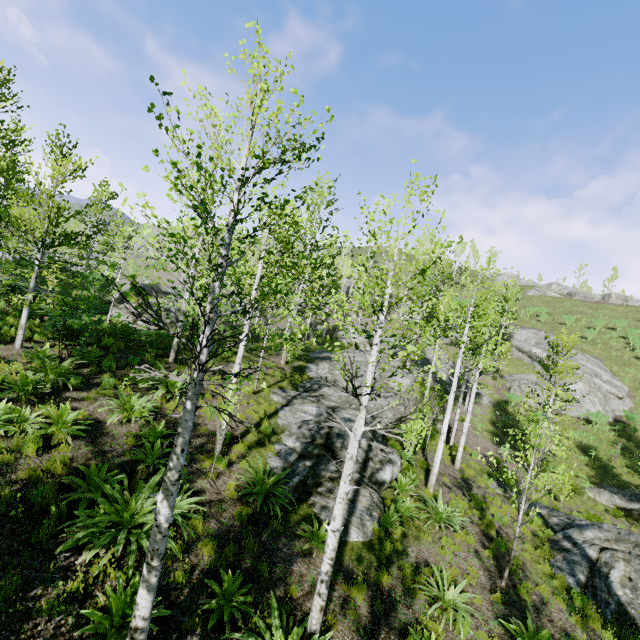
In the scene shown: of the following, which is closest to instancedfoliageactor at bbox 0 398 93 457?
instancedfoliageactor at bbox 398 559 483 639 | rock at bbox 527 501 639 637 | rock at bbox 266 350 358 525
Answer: rock at bbox 266 350 358 525

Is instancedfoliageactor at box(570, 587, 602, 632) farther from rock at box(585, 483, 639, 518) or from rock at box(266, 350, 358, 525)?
rock at box(585, 483, 639, 518)

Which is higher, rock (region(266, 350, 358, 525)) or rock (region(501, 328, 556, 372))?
rock (region(501, 328, 556, 372))

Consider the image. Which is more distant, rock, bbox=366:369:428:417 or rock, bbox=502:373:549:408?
rock, bbox=502:373:549:408

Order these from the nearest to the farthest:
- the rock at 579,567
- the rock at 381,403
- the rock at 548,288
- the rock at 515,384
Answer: the rock at 579,567 → the rock at 381,403 → the rock at 515,384 → the rock at 548,288

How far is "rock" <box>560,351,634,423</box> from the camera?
27.3m

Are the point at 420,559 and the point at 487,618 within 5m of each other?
yes

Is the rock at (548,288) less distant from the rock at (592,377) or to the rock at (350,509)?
the rock at (592,377)
